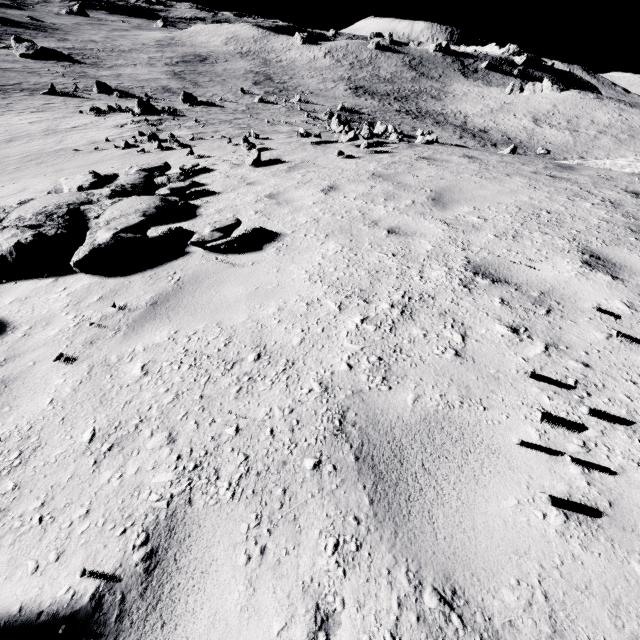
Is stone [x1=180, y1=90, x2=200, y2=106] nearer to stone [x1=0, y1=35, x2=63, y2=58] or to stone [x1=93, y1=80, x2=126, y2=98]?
stone [x1=93, y1=80, x2=126, y2=98]

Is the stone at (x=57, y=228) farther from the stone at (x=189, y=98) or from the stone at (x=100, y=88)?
the stone at (x=100, y=88)

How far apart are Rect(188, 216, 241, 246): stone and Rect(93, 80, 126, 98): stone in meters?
49.7 m

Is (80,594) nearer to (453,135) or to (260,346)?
(260,346)

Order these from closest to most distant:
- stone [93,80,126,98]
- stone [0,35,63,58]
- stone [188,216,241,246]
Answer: stone [188,216,241,246]
stone [93,80,126,98]
stone [0,35,63,58]

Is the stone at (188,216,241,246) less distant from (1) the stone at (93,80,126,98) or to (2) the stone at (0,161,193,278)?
(2) the stone at (0,161,193,278)

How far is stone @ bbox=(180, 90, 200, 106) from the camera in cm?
3753
